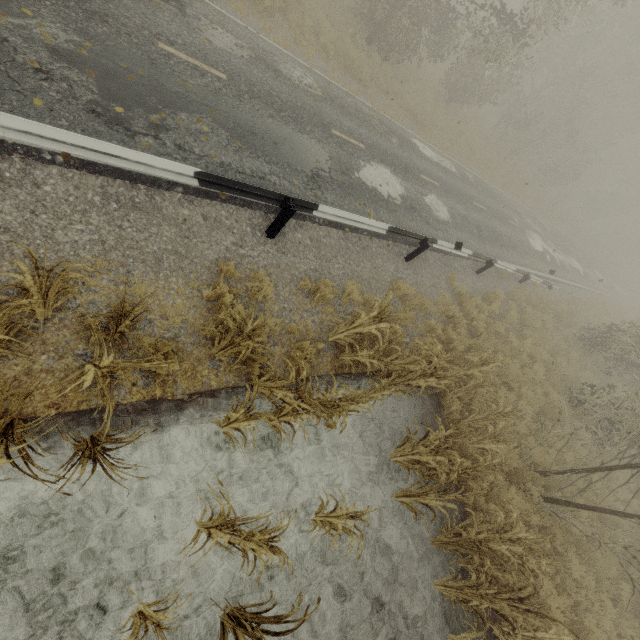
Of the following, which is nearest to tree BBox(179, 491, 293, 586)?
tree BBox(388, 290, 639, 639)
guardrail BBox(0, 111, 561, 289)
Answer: tree BBox(388, 290, 639, 639)

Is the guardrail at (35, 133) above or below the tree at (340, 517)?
above

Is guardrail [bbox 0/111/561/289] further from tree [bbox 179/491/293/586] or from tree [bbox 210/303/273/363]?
tree [bbox 179/491/293/586]

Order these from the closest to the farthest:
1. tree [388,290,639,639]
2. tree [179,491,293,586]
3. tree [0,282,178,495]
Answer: tree [0,282,178,495], tree [179,491,293,586], tree [388,290,639,639]

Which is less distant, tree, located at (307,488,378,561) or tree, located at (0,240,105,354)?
tree, located at (0,240,105,354)

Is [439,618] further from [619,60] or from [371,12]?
[619,60]

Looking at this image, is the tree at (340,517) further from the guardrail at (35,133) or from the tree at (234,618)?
the guardrail at (35,133)

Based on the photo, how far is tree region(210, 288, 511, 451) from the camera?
4.3 meters
